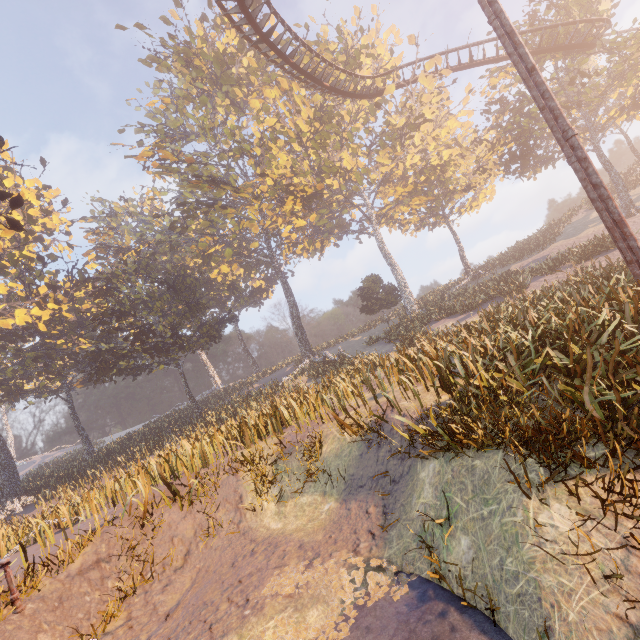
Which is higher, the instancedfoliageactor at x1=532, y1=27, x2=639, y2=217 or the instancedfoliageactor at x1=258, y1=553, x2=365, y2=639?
the instancedfoliageactor at x1=532, y1=27, x2=639, y2=217

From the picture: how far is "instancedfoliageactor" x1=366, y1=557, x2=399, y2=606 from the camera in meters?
4.8

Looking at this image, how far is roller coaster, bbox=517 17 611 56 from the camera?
21.8m

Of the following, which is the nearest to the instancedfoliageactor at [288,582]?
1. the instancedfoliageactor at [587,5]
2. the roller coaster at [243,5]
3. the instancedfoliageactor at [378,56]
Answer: the instancedfoliageactor at [587,5]

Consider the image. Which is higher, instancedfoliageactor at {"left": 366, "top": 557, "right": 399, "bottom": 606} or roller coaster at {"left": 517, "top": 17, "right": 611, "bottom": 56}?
roller coaster at {"left": 517, "top": 17, "right": 611, "bottom": 56}

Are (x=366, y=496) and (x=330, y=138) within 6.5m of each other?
no

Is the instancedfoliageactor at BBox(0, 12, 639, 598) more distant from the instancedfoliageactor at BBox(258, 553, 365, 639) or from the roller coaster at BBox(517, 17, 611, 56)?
the instancedfoliageactor at BBox(258, 553, 365, 639)

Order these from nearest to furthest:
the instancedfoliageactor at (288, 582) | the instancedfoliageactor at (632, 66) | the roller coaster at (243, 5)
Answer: the instancedfoliageactor at (288, 582) → the roller coaster at (243, 5) → the instancedfoliageactor at (632, 66)
